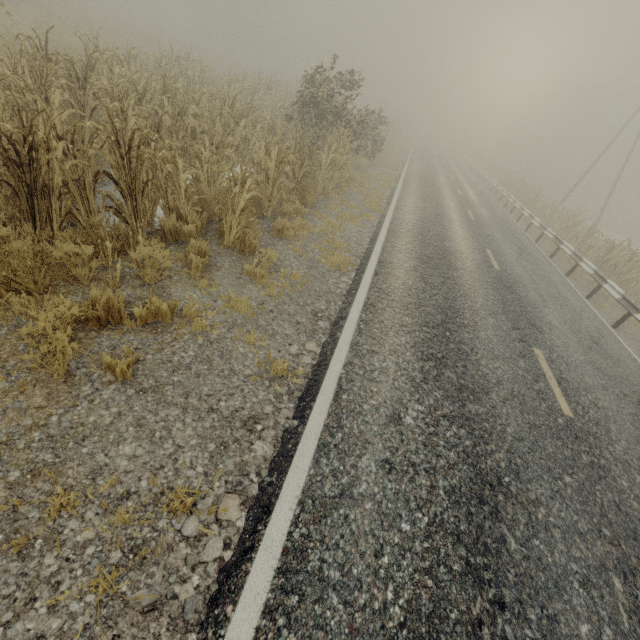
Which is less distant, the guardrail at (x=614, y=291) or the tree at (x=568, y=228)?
the guardrail at (x=614, y=291)

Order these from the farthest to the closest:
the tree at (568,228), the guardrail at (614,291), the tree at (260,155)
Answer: the tree at (568,228) < the guardrail at (614,291) < the tree at (260,155)

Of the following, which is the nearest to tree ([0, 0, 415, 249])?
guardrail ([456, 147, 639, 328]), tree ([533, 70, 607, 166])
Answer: tree ([533, 70, 607, 166])

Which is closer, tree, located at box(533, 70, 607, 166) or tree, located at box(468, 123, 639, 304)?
tree, located at box(468, 123, 639, 304)

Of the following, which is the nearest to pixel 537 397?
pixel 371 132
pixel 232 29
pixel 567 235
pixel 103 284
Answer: pixel 103 284

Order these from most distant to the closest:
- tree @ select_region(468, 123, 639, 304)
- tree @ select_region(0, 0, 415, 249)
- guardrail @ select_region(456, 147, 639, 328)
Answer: tree @ select_region(468, 123, 639, 304)
guardrail @ select_region(456, 147, 639, 328)
tree @ select_region(0, 0, 415, 249)

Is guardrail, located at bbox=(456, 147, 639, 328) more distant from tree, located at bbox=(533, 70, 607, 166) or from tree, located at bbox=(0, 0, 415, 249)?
tree, located at bbox=(0, 0, 415, 249)
